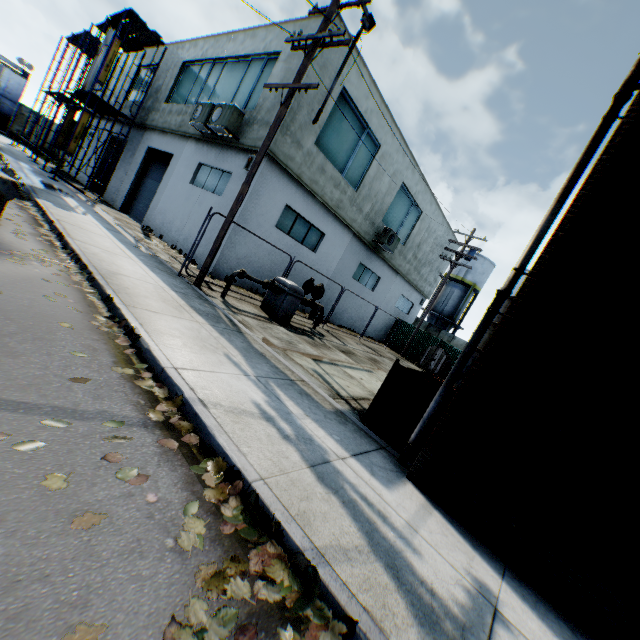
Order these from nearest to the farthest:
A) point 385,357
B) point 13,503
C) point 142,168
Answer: point 13,503 < point 385,357 < point 142,168

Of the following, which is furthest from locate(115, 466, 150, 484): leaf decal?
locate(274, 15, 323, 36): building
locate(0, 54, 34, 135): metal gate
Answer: locate(0, 54, 34, 135): metal gate

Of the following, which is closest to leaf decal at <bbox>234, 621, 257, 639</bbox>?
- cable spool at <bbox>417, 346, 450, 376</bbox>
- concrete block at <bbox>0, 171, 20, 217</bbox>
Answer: concrete block at <bbox>0, 171, 20, 217</bbox>

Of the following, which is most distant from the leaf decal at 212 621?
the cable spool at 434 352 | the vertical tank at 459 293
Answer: the vertical tank at 459 293

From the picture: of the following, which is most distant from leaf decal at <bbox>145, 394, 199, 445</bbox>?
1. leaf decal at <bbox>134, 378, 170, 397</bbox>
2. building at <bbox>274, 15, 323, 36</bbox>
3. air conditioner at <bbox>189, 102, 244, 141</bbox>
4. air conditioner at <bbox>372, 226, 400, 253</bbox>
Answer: air conditioner at <bbox>372, 226, 400, 253</bbox>

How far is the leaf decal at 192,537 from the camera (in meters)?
2.10

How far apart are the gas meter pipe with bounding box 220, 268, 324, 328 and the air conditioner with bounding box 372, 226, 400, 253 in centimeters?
757cm

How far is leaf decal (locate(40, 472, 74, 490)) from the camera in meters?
2.0 m
